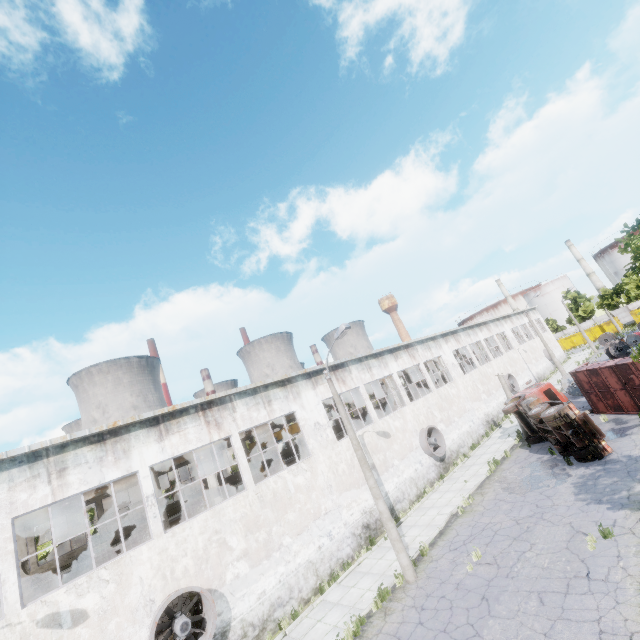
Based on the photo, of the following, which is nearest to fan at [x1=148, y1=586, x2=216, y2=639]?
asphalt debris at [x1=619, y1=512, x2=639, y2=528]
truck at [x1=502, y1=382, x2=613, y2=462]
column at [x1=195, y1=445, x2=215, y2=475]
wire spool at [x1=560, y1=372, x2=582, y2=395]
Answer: column at [x1=195, y1=445, x2=215, y2=475]

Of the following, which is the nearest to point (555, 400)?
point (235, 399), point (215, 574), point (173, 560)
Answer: point (235, 399)

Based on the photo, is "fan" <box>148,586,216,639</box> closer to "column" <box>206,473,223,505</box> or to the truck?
"column" <box>206,473,223,505</box>

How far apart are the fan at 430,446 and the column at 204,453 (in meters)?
13.35

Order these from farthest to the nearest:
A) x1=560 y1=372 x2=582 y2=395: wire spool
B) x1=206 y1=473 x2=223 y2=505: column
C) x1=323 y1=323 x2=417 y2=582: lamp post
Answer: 1. x1=560 y1=372 x2=582 y2=395: wire spool
2. x1=206 y1=473 x2=223 y2=505: column
3. x1=323 y1=323 x2=417 y2=582: lamp post

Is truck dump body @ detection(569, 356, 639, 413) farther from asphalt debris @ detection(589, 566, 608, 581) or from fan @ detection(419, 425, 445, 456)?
asphalt debris @ detection(589, 566, 608, 581)

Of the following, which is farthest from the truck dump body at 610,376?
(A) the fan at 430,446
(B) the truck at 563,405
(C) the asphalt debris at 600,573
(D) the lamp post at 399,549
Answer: (D) the lamp post at 399,549

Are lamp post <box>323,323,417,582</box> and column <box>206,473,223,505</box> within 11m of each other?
yes
